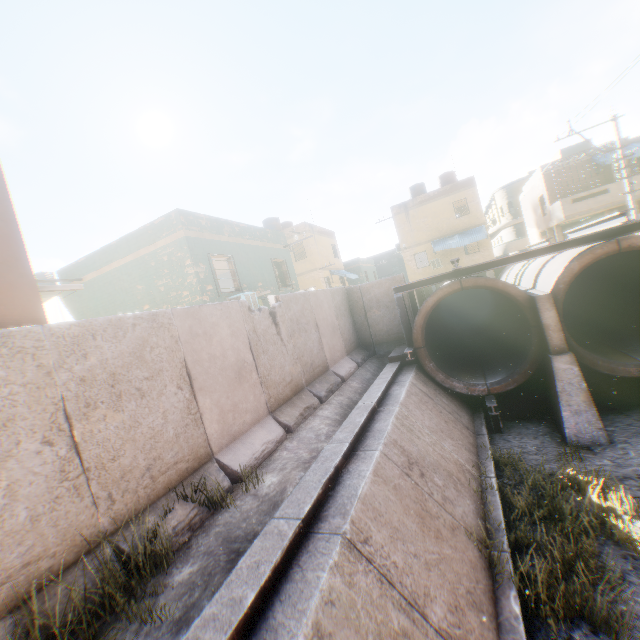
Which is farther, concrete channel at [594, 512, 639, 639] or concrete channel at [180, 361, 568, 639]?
concrete channel at [594, 512, 639, 639]

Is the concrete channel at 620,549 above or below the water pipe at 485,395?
below

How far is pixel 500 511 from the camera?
6.39m

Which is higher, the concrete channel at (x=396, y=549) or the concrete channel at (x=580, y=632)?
the concrete channel at (x=396, y=549)

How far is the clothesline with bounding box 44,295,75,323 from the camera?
6.08m

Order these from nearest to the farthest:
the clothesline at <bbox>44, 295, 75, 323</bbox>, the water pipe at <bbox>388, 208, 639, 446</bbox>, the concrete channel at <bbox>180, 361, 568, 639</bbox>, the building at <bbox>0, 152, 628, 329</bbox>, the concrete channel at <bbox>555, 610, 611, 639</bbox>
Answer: the concrete channel at <bbox>180, 361, 568, 639</bbox> → the concrete channel at <bbox>555, 610, 611, 639</bbox> → the clothesline at <bbox>44, 295, 75, 323</bbox> → the water pipe at <bbox>388, 208, 639, 446</bbox> → the building at <bbox>0, 152, 628, 329</bbox>

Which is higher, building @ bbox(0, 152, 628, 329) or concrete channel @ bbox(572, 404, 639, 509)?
building @ bbox(0, 152, 628, 329)

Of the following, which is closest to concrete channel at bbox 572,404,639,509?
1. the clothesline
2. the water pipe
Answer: the water pipe
